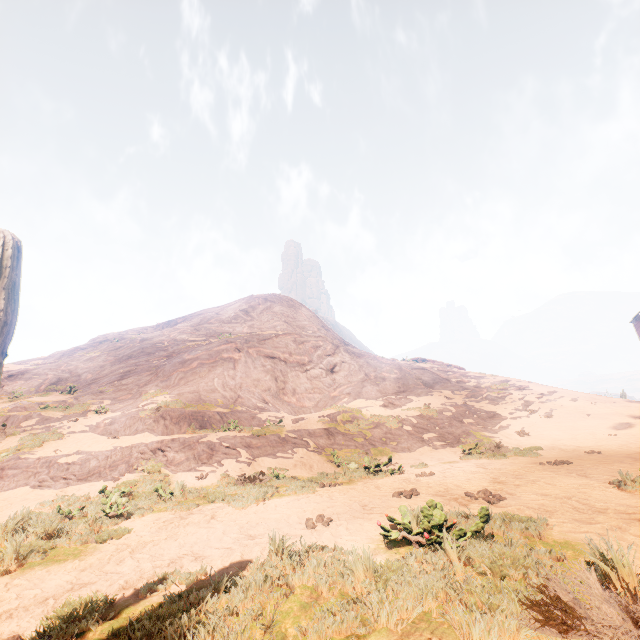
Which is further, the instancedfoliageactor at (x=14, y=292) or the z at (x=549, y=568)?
the z at (x=549, y=568)

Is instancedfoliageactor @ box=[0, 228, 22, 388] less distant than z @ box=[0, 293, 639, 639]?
Yes

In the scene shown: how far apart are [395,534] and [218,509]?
4.8 meters
